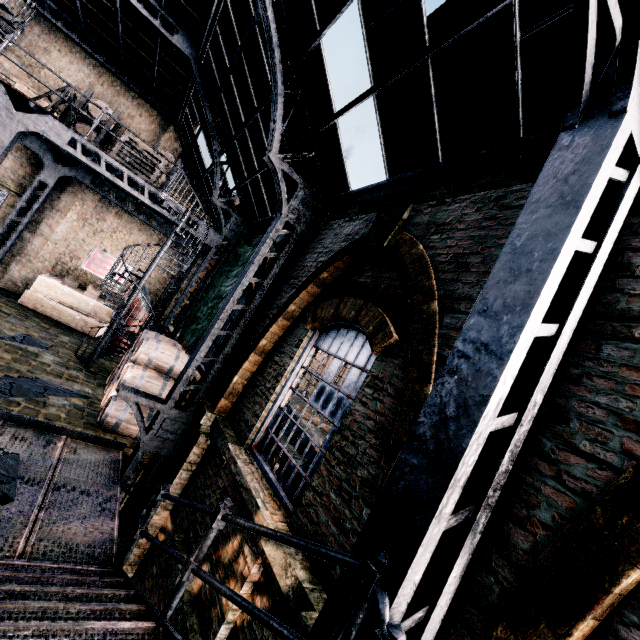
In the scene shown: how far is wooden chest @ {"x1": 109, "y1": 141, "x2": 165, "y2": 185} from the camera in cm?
1080

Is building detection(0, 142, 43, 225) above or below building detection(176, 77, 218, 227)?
below

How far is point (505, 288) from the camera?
2.23m

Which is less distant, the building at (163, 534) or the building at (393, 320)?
the building at (393, 320)

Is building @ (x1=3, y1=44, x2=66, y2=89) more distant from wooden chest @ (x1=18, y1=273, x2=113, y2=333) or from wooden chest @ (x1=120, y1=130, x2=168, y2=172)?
wooden chest @ (x1=120, y1=130, x2=168, y2=172)

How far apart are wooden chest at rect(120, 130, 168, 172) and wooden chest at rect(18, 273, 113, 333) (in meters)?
6.92

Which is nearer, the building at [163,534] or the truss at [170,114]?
the building at [163,534]
